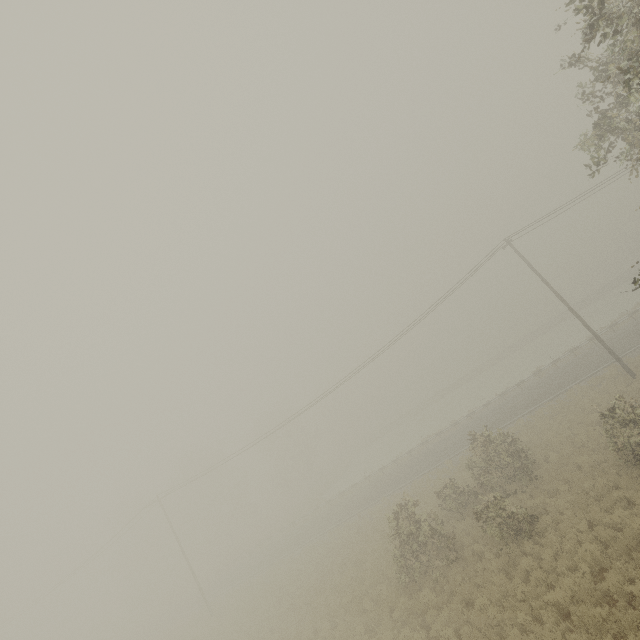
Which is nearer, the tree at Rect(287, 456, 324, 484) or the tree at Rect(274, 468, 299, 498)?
the tree at Rect(274, 468, 299, 498)

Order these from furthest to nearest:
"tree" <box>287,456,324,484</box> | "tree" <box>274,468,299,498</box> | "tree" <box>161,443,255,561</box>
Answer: "tree" <box>287,456,324,484</box>, "tree" <box>274,468,299,498</box>, "tree" <box>161,443,255,561</box>

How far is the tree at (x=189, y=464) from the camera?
53.1 meters

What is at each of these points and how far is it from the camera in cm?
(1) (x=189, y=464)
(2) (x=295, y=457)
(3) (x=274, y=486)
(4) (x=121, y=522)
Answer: (1) tree, 5547
(2) tree, 5812
(3) tree, 5812
(4) tree, 5644

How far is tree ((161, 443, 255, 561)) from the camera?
53.1 meters

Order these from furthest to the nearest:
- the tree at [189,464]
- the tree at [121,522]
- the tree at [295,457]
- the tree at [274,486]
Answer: the tree at [295,457] → the tree at [274,486] → the tree at [121,522] → the tree at [189,464]

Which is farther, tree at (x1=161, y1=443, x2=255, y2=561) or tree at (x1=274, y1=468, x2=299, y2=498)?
tree at (x1=274, y1=468, x2=299, y2=498)

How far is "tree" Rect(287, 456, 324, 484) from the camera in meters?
56.9 m
